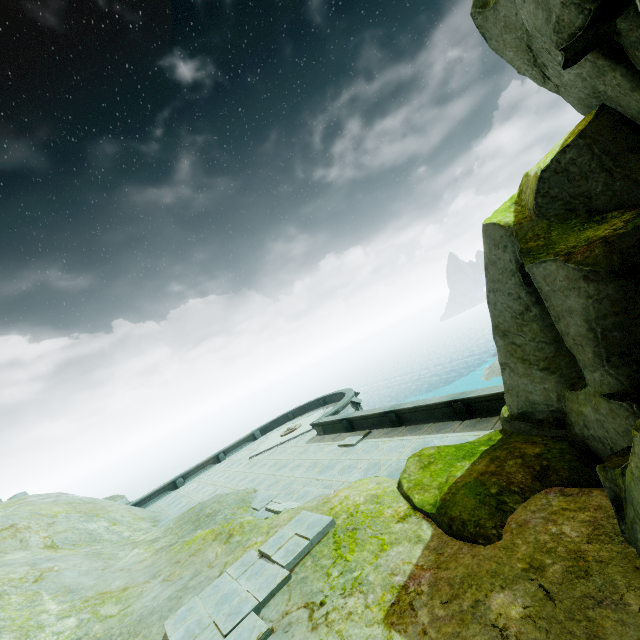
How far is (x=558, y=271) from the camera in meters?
5.8
